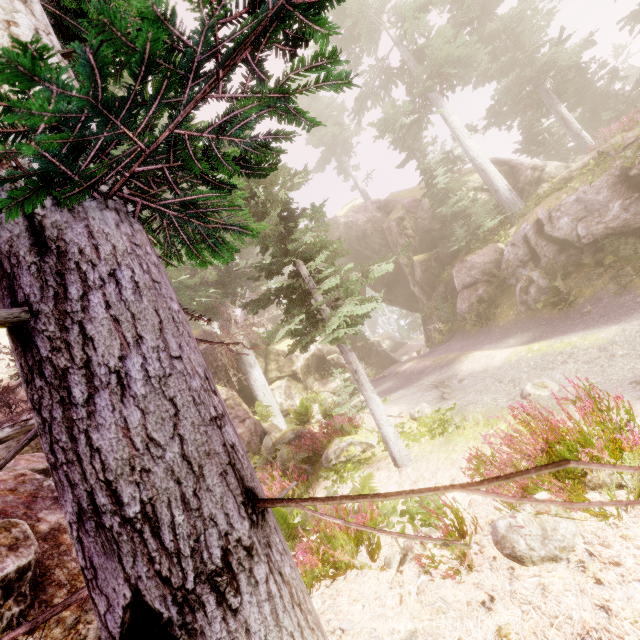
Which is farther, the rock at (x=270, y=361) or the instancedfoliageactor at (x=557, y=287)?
the rock at (x=270, y=361)

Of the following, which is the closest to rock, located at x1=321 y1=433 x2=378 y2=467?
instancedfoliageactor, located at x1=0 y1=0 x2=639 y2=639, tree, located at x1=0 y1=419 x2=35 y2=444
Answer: instancedfoliageactor, located at x1=0 y1=0 x2=639 y2=639

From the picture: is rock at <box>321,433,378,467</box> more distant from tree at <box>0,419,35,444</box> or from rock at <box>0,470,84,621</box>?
tree at <box>0,419,35,444</box>

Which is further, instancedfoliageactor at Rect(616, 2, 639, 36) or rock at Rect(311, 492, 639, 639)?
instancedfoliageactor at Rect(616, 2, 639, 36)

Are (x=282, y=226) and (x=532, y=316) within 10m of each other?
no

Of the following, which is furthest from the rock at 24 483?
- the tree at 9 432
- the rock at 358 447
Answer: the rock at 358 447

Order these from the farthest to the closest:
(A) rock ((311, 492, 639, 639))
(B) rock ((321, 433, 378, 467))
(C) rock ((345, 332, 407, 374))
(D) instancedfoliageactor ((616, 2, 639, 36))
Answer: (C) rock ((345, 332, 407, 374))
(D) instancedfoliageactor ((616, 2, 639, 36))
(B) rock ((321, 433, 378, 467))
(A) rock ((311, 492, 639, 639))
